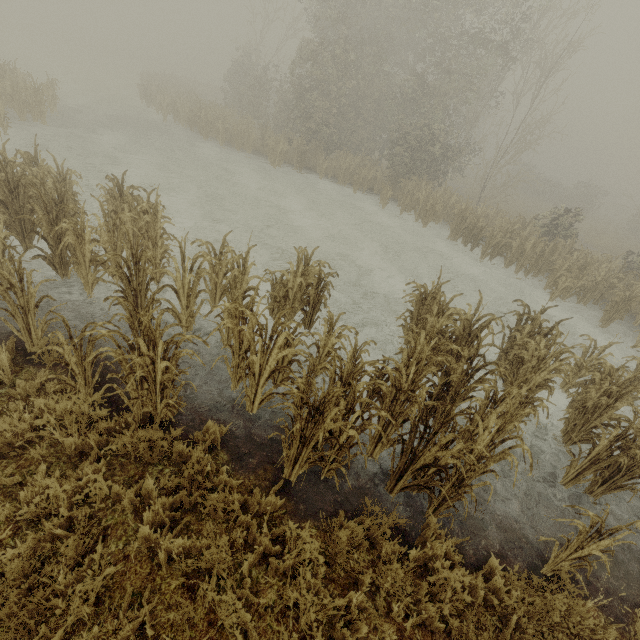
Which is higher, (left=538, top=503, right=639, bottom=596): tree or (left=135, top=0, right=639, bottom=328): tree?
(left=135, top=0, right=639, bottom=328): tree

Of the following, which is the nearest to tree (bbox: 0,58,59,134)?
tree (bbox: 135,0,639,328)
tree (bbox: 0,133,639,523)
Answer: tree (bbox: 0,133,639,523)

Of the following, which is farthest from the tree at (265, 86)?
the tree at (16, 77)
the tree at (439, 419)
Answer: the tree at (16, 77)

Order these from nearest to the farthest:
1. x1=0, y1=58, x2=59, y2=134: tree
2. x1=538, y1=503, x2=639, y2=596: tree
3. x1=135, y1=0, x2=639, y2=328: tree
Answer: x1=538, y1=503, x2=639, y2=596: tree
x1=0, y1=58, x2=59, y2=134: tree
x1=135, y1=0, x2=639, y2=328: tree

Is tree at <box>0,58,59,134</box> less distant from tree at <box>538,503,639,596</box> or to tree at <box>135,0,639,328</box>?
tree at <box>538,503,639,596</box>

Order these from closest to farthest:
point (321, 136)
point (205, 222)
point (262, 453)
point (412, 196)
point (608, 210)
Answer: point (262, 453)
point (205, 222)
point (412, 196)
point (321, 136)
point (608, 210)

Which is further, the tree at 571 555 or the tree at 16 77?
the tree at 16 77

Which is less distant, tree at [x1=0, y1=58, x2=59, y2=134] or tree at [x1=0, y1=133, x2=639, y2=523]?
tree at [x1=0, y1=133, x2=639, y2=523]
